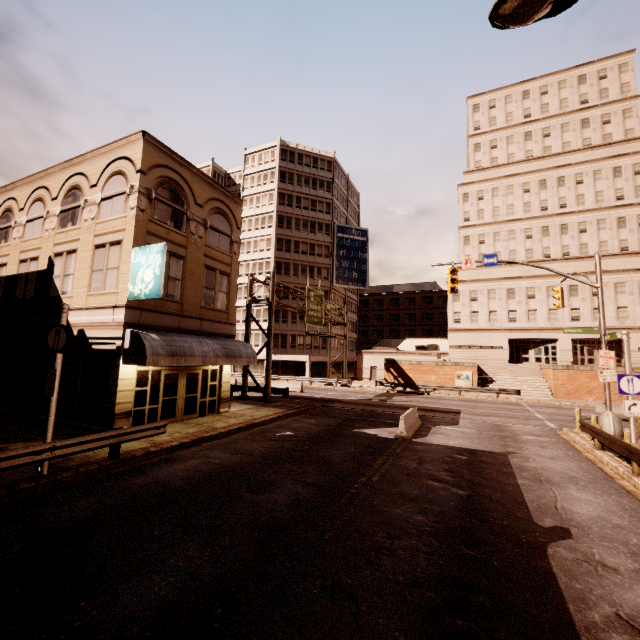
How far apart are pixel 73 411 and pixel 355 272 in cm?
4481

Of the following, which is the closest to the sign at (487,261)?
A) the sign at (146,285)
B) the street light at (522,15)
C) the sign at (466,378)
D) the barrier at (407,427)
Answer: the barrier at (407,427)

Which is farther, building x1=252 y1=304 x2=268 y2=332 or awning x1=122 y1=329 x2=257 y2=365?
building x1=252 y1=304 x2=268 y2=332

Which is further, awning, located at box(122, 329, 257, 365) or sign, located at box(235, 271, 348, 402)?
sign, located at box(235, 271, 348, 402)

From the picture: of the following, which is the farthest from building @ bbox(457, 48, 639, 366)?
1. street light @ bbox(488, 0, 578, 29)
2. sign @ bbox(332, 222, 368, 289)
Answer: street light @ bbox(488, 0, 578, 29)

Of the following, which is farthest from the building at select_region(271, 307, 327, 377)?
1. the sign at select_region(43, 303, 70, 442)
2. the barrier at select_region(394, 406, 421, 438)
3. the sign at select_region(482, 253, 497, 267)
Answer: the sign at select_region(43, 303, 70, 442)

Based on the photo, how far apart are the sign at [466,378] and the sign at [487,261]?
20.6m

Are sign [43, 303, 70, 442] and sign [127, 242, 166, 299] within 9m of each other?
yes
